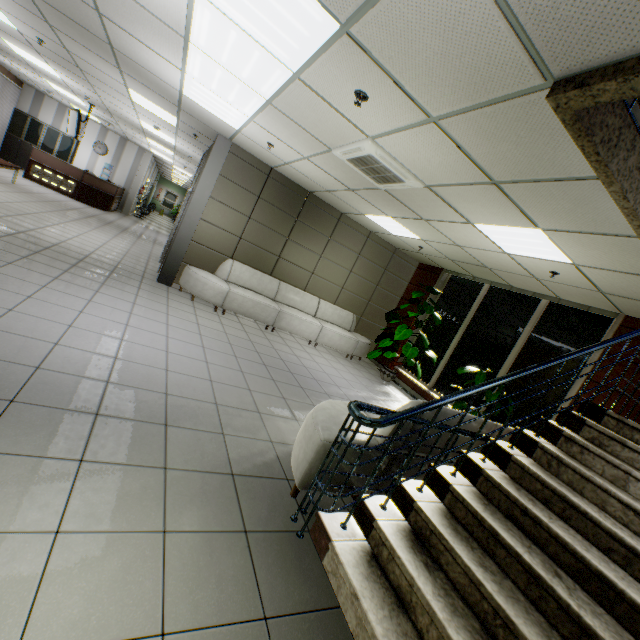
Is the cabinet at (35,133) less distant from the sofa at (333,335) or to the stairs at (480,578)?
the sofa at (333,335)

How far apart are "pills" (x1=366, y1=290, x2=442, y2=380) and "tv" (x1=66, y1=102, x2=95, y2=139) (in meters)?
11.42

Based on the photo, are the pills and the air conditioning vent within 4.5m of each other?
yes

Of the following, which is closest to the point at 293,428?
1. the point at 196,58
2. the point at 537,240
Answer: the point at 537,240

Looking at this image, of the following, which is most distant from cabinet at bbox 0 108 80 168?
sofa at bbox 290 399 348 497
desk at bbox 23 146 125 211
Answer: sofa at bbox 290 399 348 497

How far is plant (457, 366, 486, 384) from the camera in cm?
598

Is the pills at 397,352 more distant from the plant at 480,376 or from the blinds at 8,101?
the blinds at 8,101

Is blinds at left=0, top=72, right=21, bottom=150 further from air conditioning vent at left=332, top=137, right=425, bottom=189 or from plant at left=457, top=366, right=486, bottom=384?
plant at left=457, top=366, right=486, bottom=384
